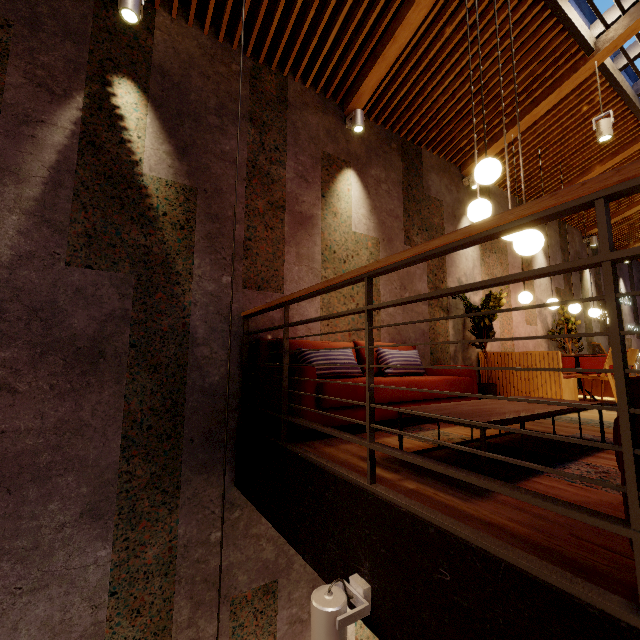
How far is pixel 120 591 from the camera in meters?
2.6

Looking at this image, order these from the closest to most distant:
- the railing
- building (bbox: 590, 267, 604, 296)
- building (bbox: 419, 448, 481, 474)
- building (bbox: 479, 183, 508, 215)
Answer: the railing, building (bbox: 419, 448, 481, 474), building (bbox: 479, 183, 508, 215), building (bbox: 590, 267, 604, 296)

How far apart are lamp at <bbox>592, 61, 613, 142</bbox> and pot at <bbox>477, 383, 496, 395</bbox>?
3.6m

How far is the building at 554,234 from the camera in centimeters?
764cm

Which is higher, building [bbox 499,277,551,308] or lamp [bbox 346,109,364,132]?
lamp [bbox 346,109,364,132]

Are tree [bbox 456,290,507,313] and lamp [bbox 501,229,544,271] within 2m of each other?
no

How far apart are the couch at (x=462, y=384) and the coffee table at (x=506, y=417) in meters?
0.6 m

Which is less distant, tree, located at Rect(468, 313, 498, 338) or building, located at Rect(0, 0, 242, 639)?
building, located at Rect(0, 0, 242, 639)
